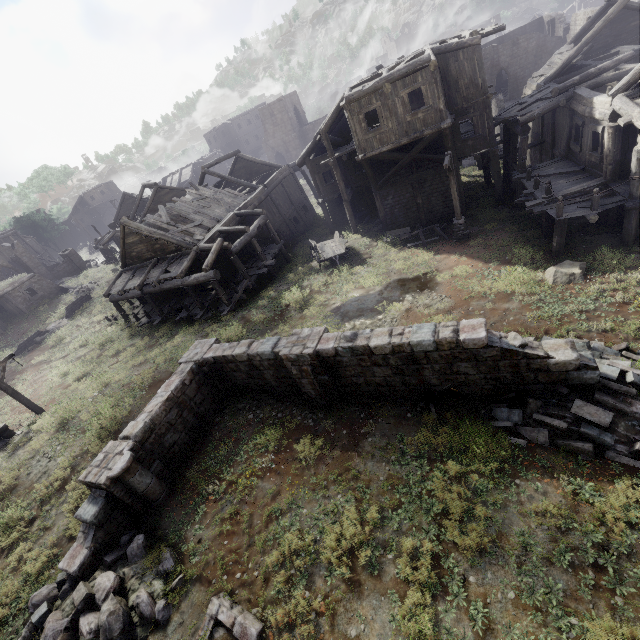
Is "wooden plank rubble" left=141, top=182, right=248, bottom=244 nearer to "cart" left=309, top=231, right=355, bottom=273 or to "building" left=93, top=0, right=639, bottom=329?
"building" left=93, top=0, right=639, bottom=329

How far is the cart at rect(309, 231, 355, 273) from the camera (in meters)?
20.39

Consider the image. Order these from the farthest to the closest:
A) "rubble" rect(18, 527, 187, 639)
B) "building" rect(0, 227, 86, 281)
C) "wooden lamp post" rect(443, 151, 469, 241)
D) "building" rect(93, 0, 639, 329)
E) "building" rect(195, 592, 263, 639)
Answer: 1. "building" rect(0, 227, 86, 281)
2. "wooden lamp post" rect(443, 151, 469, 241)
3. "building" rect(93, 0, 639, 329)
4. "rubble" rect(18, 527, 187, 639)
5. "building" rect(195, 592, 263, 639)

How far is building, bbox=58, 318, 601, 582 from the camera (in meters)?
8.09

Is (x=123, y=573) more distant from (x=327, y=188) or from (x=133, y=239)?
(x=327, y=188)

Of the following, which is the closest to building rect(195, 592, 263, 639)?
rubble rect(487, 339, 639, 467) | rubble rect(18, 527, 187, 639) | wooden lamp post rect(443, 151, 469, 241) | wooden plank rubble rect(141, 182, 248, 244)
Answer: rubble rect(18, 527, 187, 639)

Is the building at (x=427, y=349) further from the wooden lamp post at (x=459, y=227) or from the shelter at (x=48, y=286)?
the shelter at (x=48, y=286)

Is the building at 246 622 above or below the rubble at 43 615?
below
